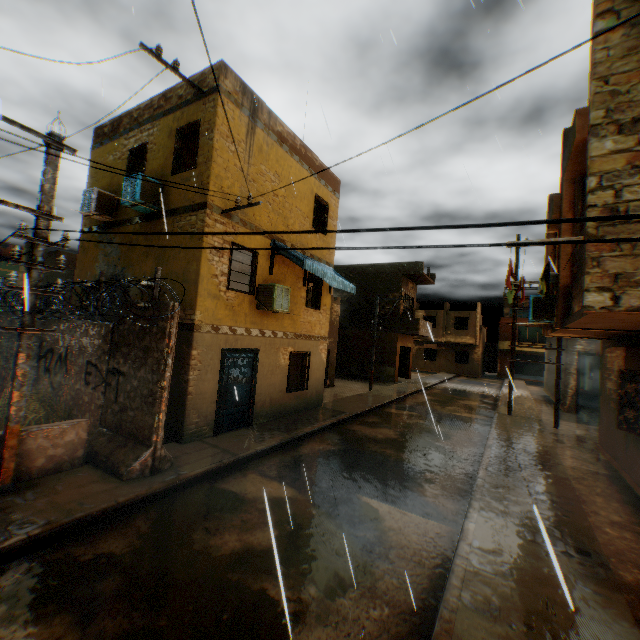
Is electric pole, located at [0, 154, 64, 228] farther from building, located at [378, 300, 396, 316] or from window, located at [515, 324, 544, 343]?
window, located at [515, 324, 544, 343]

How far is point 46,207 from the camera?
5.5m

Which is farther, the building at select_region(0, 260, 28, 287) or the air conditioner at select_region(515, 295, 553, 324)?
the building at select_region(0, 260, 28, 287)

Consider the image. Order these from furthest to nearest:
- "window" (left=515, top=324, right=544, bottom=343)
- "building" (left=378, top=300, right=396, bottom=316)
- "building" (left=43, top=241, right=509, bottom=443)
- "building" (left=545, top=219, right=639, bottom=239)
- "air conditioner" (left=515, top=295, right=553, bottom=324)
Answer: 1. "window" (left=515, top=324, right=544, bottom=343)
2. "building" (left=378, top=300, right=396, bottom=316)
3. "air conditioner" (left=515, top=295, right=553, bottom=324)
4. "building" (left=43, top=241, right=509, bottom=443)
5. "building" (left=545, top=219, right=639, bottom=239)

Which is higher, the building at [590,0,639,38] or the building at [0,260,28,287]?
the building at [590,0,639,38]

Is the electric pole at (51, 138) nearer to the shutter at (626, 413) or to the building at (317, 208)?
the building at (317, 208)

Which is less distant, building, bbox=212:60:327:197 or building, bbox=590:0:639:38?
building, bbox=590:0:639:38

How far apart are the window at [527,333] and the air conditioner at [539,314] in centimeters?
3305cm
